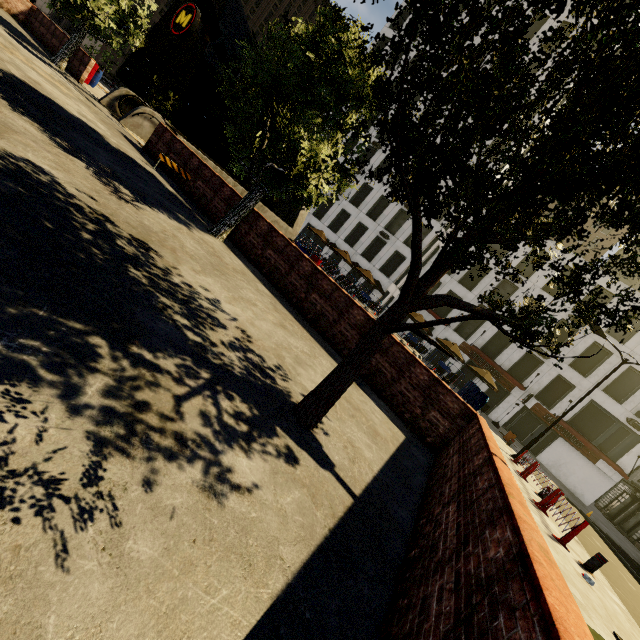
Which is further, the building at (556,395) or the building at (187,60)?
the building at (187,60)

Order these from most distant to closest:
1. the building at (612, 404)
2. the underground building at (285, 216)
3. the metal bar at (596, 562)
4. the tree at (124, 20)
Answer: the building at (612, 404)
the underground building at (285, 216)
the tree at (124, 20)
the metal bar at (596, 562)

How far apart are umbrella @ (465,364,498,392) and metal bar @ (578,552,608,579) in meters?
15.3

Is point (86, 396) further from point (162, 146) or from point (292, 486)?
point (162, 146)

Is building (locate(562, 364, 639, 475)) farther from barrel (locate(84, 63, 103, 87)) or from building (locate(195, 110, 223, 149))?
building (locate(195, 110, 223, 149))

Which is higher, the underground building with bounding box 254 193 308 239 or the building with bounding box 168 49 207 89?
the building with bounding box 168 49 207 89

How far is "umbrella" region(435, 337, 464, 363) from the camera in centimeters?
2389cm

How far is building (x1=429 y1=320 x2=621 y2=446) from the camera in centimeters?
2766cm
